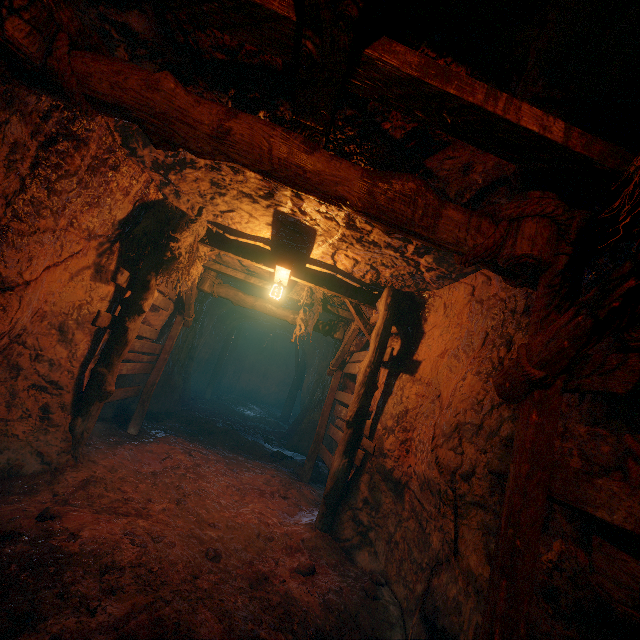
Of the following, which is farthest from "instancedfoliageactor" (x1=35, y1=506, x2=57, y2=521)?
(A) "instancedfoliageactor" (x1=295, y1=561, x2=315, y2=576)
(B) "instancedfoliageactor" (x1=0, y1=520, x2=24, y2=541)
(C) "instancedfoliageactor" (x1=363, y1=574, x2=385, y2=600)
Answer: (C) "instancedfoliageactor" (x1=363, y1=574, x2=385, y2=600)

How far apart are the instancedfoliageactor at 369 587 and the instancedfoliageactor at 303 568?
0.7 meters

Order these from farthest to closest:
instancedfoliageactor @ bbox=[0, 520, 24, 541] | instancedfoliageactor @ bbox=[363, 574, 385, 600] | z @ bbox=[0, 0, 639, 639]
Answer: instancedfoliageactor @ bbox=[363, 574, 385, 600], instancedfoliageactor @ bbox=[0, 520, 24, 541], z @ bbox=[0, 0, 639, 639]

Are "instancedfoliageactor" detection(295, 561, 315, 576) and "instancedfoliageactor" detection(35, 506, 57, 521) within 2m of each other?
Answer: no

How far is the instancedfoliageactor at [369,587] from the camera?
3.9m

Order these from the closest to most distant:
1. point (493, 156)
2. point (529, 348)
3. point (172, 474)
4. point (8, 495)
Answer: point (529, 348), point (493, 156), point (8, 495), point (172, 474)

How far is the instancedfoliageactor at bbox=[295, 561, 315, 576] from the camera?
4.0m

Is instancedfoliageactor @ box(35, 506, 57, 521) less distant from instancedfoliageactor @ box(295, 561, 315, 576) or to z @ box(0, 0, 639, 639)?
z @ box(0, 0, 639, 639)
